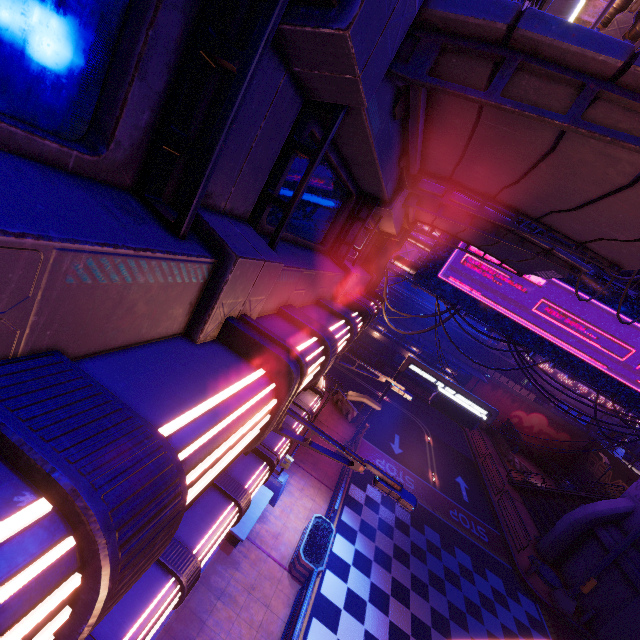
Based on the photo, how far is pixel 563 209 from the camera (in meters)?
4.86

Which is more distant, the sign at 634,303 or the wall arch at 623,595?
the wall arch at 623,595

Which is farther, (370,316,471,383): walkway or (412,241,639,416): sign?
(370,316,471,383): walkway

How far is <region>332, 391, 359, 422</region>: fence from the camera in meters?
23.0 m

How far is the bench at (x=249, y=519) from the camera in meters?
10.7

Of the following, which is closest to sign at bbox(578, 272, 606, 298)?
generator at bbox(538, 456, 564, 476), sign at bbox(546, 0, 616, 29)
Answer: sign at bbox(546, 0, 616, 29)

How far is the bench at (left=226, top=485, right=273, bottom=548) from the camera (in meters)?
10.72

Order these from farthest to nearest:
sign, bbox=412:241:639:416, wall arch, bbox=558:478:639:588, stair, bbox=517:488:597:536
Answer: stair, bbox=517:488:597:536 → wall arch, bbox=558:478:639:588 → sign, bbox=412:241:639:416
